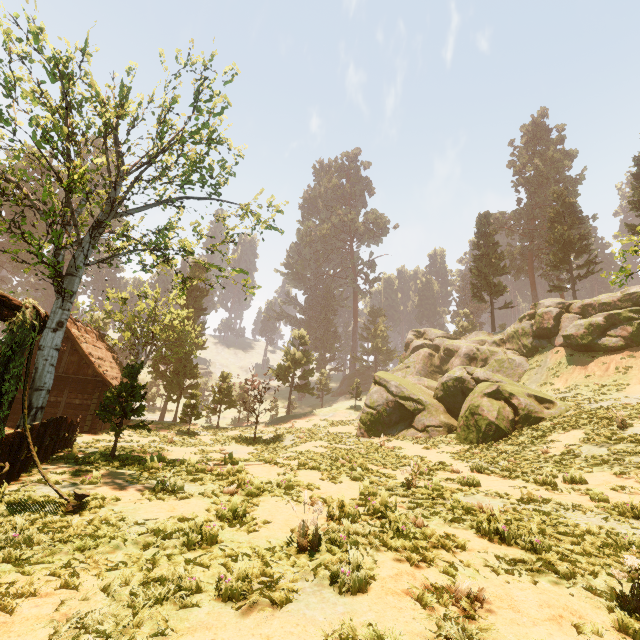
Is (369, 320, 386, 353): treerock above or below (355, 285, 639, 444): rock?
above

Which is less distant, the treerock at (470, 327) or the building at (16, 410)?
the building at (16, 410)

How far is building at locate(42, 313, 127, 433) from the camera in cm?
2202

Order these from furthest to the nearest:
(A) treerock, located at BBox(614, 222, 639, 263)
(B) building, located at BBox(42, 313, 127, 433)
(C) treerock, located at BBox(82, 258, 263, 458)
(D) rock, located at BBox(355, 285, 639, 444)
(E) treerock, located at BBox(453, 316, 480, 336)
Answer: (E) treerock, located at BBox(453, 316, 480, 336), (B) building, located at BBox(42, 313, 127, 433), (D) rock, located at BBox(355, 285, 639, 444), (C) treerock, located at BBox(82, 258, 263, 458), (A) treerock, located at BBox(614, 222, 639, 263)

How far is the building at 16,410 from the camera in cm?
2106

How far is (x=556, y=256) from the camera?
35.5m

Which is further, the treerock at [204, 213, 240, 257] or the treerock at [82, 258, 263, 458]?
the treerock at [204, 213, 240, 257]

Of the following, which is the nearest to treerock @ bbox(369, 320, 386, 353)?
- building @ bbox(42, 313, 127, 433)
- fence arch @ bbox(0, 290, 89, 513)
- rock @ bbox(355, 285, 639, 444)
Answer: building @ bbox(42, 313, 127, 433)
